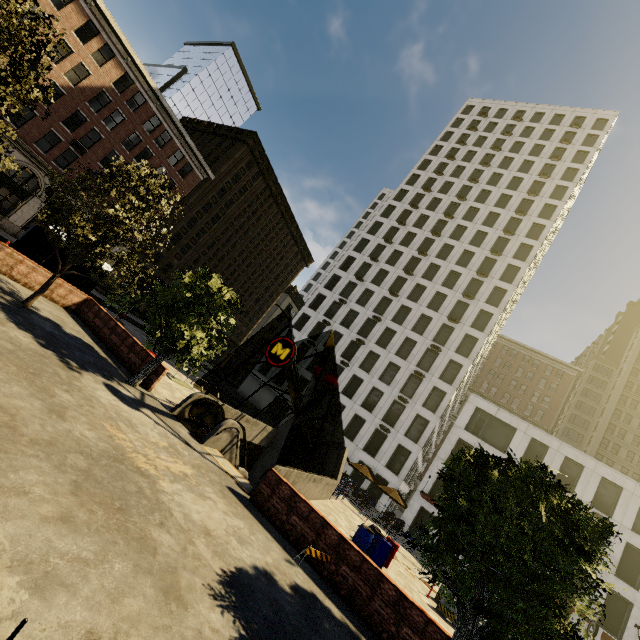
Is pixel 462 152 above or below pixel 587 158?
below

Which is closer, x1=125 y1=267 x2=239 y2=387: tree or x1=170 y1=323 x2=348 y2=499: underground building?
x1=125 y1=267 x2=239 y2=387: tree

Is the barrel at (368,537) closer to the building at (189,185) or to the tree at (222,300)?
the tree at (222,300)

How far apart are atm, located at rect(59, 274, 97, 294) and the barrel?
19.22m

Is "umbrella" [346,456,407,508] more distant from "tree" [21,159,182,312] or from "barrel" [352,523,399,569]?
"tree" [21,159,182,312]

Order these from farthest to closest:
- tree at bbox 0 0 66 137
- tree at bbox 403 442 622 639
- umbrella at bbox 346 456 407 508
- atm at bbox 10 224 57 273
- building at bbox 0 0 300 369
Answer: building at bbox 0 0 300 369, umbrella at bbox 346 456 407 508, atm at bbox 10 224 57 273, tree at bbox 0 0 66 137, tree at bbox 403 442 622 639

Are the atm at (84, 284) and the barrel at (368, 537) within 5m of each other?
no

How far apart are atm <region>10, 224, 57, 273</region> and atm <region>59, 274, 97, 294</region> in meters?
1.7
